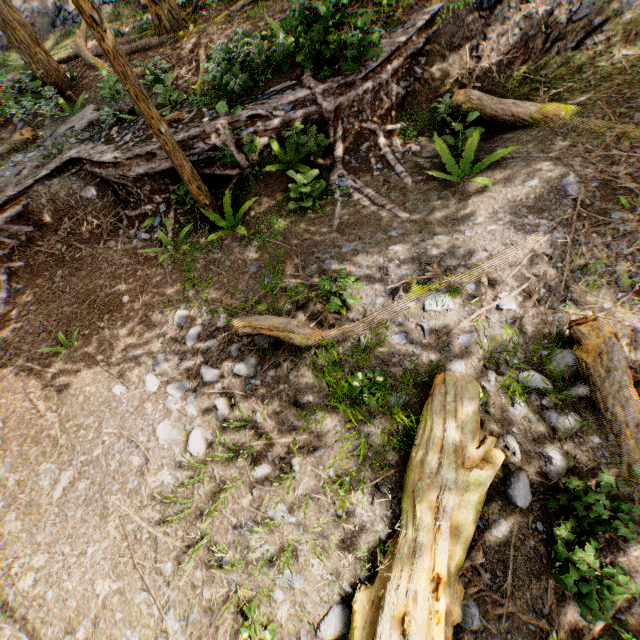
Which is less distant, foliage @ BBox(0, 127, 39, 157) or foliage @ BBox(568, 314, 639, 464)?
foliage @ BBox(568, 314, 639, 464)

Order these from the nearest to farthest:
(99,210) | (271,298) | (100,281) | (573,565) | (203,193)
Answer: (573,565) → (271,298) → (203,193) → (100,281) → (99,210)

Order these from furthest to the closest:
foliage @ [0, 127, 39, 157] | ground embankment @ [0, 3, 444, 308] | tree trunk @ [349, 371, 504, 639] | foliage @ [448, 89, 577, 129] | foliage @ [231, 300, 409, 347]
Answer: foliage @ [0, 127, 39, 157] < ground embankment @ [0, 3, 444, 308] < foliage @ [448, 89, 577, 129] < foliage @ [231, 300, 409, 347] < tree trunk @ [349, 371, 504, 639]

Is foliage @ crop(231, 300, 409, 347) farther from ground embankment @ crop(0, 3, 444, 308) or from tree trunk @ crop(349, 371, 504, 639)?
tree trunk @ crop(349, 371, 504, 639)

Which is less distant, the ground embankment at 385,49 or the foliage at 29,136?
the ground embankment at 385,49

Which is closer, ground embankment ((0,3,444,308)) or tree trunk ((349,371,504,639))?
tree trunk ((349,371,504,639))

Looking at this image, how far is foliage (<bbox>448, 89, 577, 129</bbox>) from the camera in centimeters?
635cm

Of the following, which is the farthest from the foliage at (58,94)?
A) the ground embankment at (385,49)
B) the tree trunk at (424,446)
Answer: the tree trunk at (424,446)
